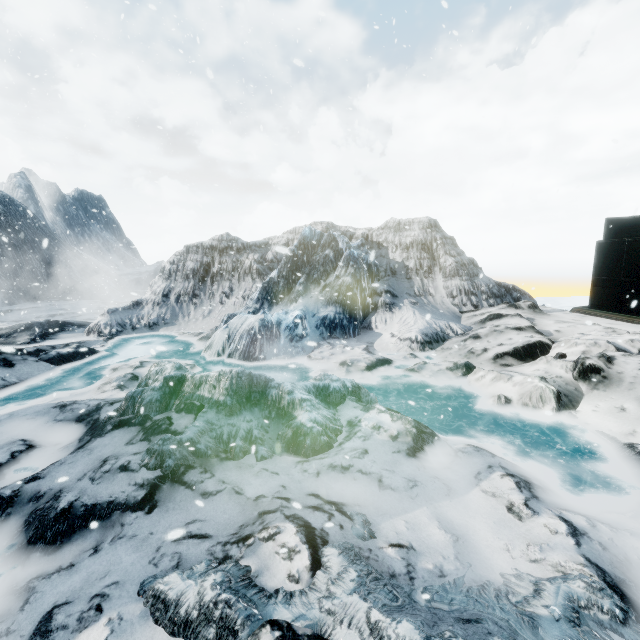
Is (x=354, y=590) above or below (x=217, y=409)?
below
